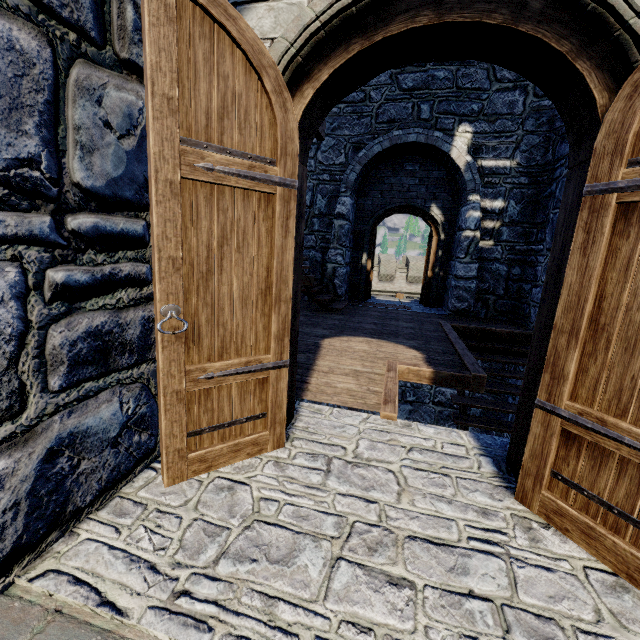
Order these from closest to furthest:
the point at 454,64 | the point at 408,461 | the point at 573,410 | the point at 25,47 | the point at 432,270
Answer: the point at 25,47 → the point at 573,410 → the point at 408,461 → the point at 454,64 → the point at 432,270
